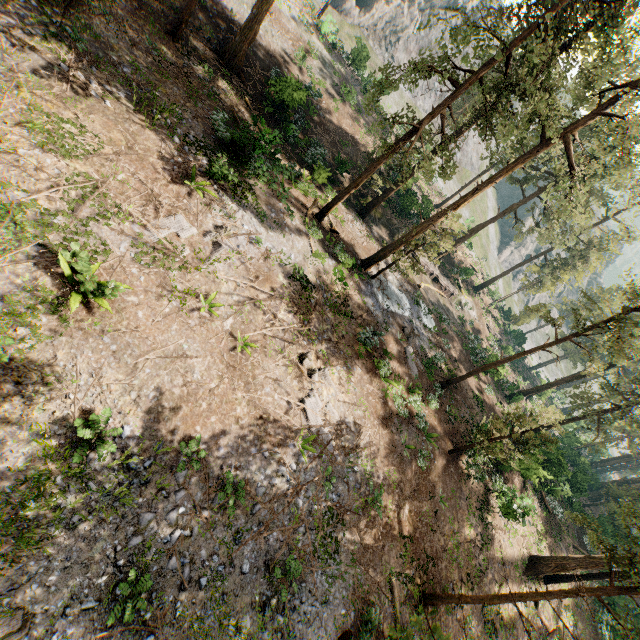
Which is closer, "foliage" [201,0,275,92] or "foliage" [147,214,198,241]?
"foliage" [147,214,198,241]

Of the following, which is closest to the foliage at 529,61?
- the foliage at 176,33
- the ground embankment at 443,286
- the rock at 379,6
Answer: the foliage at 176,33

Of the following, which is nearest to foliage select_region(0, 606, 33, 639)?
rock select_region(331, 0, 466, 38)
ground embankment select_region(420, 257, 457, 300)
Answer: ground embankment select_region(420, 257, 457, 300)

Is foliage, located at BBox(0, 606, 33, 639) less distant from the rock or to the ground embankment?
the ground embankment

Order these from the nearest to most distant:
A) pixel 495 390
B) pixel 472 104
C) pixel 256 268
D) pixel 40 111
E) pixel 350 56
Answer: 1. pixel 40 111
2. pixel 256 268
3. pixel 495 390
4. pixel 472 104
5. pixel 350 56

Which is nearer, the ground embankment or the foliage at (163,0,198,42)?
the foliage at (163,0,198,42)
